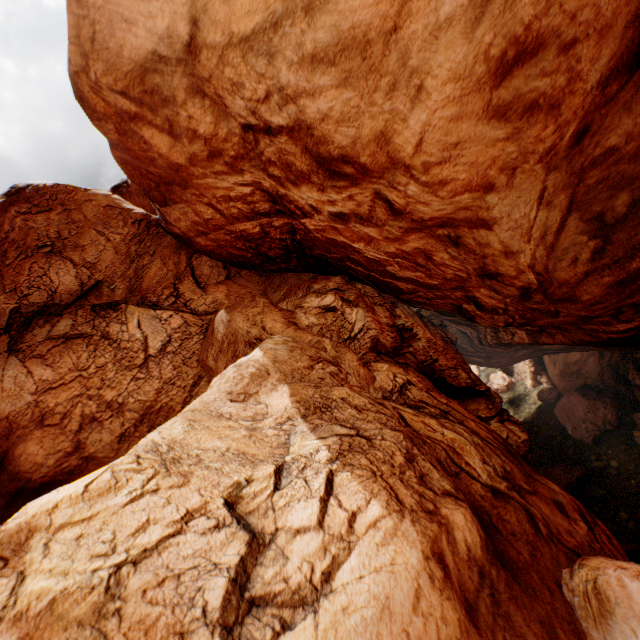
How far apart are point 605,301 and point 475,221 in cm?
498
